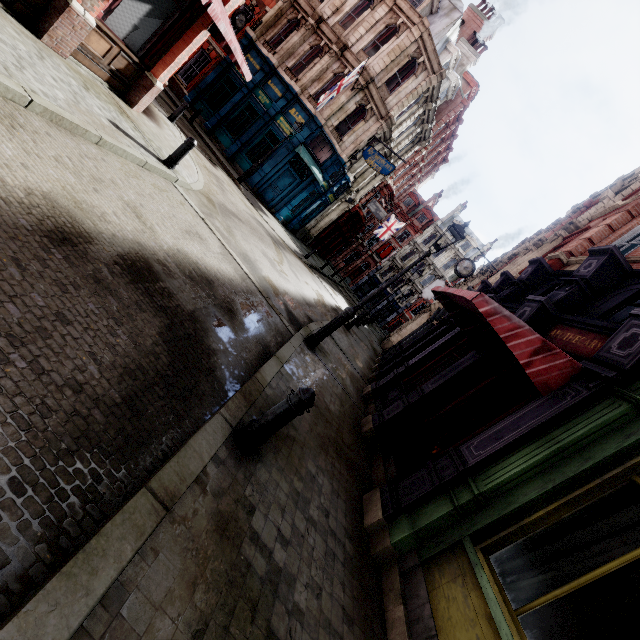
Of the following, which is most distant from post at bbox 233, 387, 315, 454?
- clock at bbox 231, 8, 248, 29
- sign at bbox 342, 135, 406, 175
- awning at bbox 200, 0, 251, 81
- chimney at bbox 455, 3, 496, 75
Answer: chimney at bbox 455, 3, 496, 75

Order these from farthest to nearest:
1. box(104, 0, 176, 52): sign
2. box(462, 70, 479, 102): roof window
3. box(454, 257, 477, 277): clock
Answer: box(462, 70, 479, 102): roof window
box(454, 257, 477, 277): clock
box(104, 0, 176, 52): sign

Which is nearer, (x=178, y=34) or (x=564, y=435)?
(x=564, y=435)

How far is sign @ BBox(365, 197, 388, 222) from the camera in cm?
2845

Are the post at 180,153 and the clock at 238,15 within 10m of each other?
no

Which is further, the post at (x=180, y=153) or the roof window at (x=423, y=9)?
the roof window at (x=423, y=9)

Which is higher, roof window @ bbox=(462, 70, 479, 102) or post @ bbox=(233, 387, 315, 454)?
roof window @ bbox=(462, 70, 479, 102)

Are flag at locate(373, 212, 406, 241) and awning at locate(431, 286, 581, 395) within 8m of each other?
no
